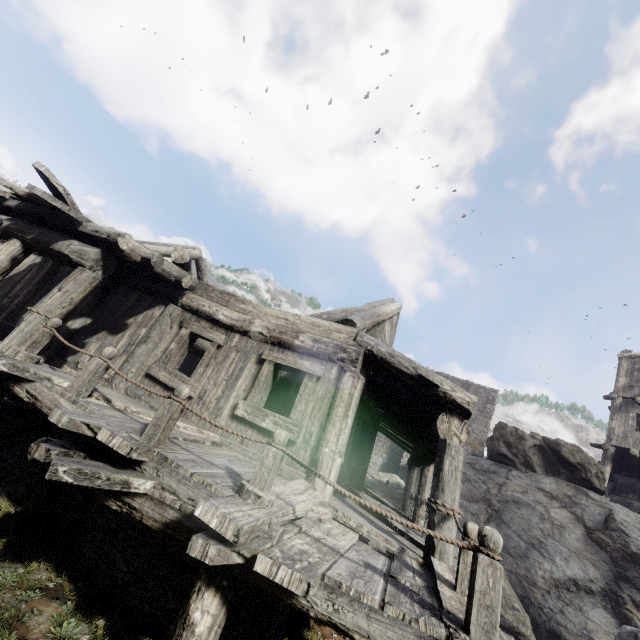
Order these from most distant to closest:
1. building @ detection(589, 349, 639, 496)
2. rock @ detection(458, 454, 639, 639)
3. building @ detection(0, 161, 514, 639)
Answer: building @ detection(589, 349, 639, 496)
rock @ detection(458, 454, 639, 639)
building @ detection(0, 161, 514, 639)

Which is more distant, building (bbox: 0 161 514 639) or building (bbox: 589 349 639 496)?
building (bbox: 589 349 639 496)

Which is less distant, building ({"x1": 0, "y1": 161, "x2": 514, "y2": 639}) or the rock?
building ({"x1": 0, "y1": 161, "x2": 514, "y2": 639})

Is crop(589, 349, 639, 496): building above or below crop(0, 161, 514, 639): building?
above

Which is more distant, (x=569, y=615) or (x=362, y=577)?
(x=569, y=615)

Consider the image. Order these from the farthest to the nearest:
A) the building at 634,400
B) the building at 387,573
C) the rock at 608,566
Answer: the building at 634,400
the rock at 608,566
the building at 387,573

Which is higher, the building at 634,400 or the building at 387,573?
the building at 634,400
